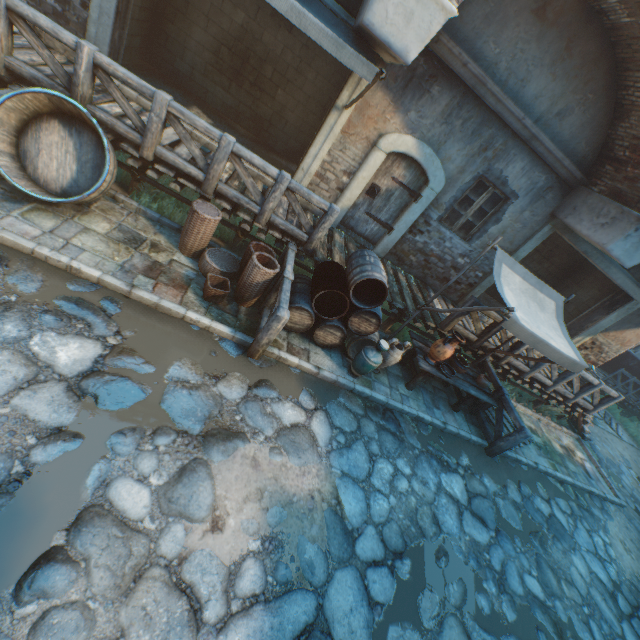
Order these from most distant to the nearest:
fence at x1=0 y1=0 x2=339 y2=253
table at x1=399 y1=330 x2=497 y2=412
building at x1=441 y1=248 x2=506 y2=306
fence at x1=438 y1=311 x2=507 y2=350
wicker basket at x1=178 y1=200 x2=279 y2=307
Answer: building at x1=441 y1=248 x2=506 y2=306, fence at x1=438 y1=311 x2=507 y2=350, table at x1=399 y1=330 x2=497 y2=412, wicker basket at x1=178 y1=200 x2=279 y2=307, fence at x1=0 y1=0 x2=339 y2=253

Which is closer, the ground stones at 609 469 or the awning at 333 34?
the awning at 333 34

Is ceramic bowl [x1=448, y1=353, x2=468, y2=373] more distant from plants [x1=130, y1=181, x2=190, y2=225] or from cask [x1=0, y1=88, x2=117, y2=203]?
cask [x1=0, y1=88, x2=117, y2=203]

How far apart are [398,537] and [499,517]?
2.6m

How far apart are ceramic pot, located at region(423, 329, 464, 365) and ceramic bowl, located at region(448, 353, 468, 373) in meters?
0.5

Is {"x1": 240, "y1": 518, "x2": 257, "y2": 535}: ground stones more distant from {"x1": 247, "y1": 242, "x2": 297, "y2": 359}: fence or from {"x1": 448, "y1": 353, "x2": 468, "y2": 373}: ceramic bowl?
{"x1": 448, "y1": 353, "x2": 468, "y2": 373}: ceramic bowl

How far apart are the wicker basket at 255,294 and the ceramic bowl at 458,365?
4.1m

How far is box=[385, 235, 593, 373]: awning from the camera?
5.2 meters
